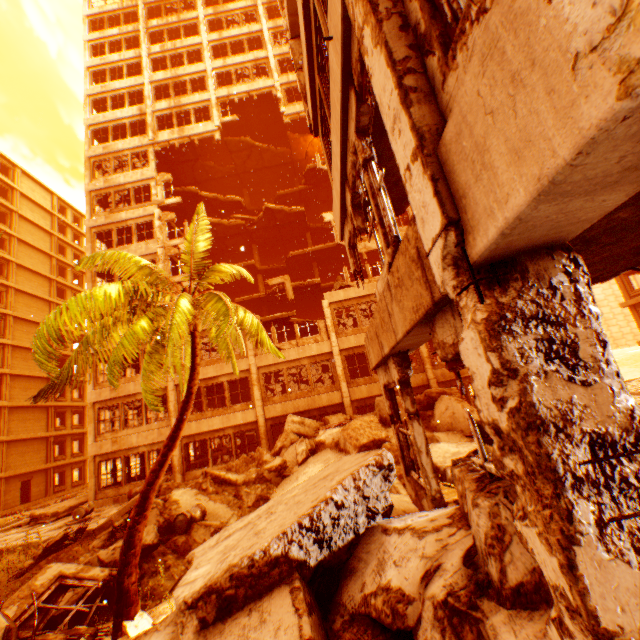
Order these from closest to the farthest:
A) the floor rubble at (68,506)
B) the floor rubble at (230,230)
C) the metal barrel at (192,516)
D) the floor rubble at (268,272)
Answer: the metal barrel at (192,516)
the floor rubble at (68,506)
the floor rubble at (230,230)
the floor rubble at (268,272)

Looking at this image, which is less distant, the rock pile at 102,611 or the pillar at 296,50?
the rock pile at 102,611

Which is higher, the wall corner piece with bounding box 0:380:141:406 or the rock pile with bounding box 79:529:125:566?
the wall corner piece with bounding box 0:380:141:406

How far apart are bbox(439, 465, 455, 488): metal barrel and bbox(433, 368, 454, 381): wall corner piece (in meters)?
9.78

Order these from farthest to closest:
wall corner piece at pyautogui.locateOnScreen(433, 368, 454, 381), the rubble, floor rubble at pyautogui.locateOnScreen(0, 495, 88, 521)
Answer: wall corner piece at pyautogui.locateOnScreen(433, 368, 454, 381) → floor rubble at pyautogui.locateOnScreen(0, 495, 88, 521) → the rubble

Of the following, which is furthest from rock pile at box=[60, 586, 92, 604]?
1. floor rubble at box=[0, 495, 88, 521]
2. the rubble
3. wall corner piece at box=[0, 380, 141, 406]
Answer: wall corner piece at box=[0, 380, 141, 406]

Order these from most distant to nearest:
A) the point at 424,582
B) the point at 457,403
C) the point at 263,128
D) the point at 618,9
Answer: the point at 263,128, the point at 457,403, the point at 424,582, the point at 618,9

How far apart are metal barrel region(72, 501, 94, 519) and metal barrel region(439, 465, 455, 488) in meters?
14.8
